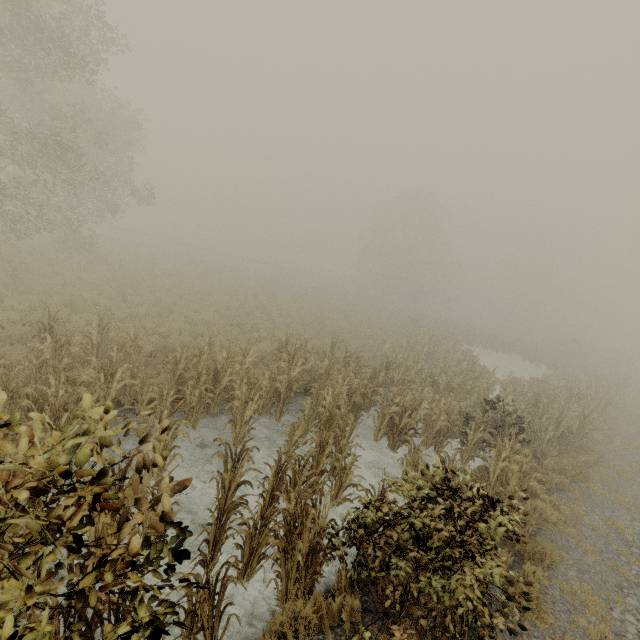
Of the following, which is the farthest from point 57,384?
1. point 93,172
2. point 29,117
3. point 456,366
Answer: point 93,172

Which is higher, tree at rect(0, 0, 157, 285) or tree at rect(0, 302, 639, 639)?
tree at rect(0, 0, 157, 285)

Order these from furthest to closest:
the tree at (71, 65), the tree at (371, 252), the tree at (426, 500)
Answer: the tree at (371, 252) → the tree at (71, 65) → the tree at (426, 500)

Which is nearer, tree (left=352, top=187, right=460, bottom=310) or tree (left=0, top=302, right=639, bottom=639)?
tree (left=0, top=302, right=639, bottom=639)

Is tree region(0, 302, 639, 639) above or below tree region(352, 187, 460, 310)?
below

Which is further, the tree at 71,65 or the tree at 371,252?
the tree at 371,252

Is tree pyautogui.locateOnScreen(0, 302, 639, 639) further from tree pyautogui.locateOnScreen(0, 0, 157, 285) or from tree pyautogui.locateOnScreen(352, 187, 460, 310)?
tree pyautogui.locateOnScreen(352, 187, 460, 310)

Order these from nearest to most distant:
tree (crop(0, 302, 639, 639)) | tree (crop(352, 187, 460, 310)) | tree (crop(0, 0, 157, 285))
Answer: tree (crop(0, 302, 639, 639)), tree (crop(0, 0, 157, 285)), tree (crop(352, 187, 460, 310))
